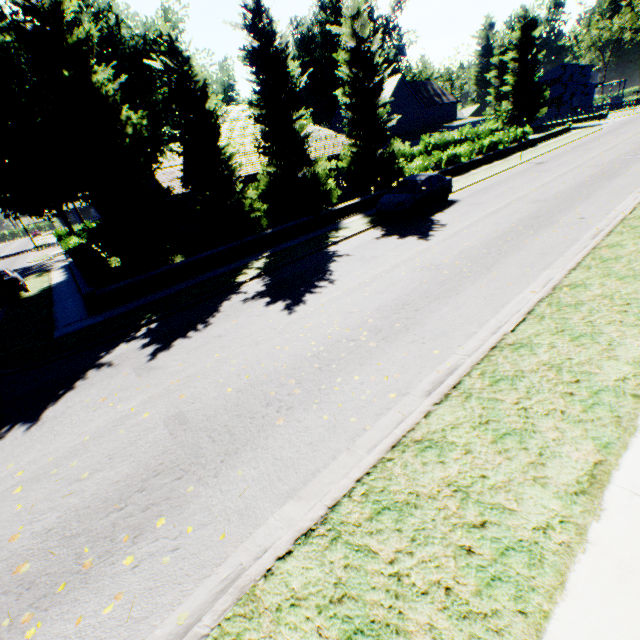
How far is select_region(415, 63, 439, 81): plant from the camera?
55.9m

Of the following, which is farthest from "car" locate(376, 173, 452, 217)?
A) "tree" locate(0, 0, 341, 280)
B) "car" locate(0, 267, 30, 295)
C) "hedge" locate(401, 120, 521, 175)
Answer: "car" locate(0, 267, 30, 295)

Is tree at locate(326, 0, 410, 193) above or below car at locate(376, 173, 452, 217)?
above

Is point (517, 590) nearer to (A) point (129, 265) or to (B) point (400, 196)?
(A) point (129, 265)

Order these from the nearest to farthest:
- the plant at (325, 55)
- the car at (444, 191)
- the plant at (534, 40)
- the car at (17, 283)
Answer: the car at (444, 191) < the car at (17, 283) < the plant at (534, 40) < the plant at (325, 55)

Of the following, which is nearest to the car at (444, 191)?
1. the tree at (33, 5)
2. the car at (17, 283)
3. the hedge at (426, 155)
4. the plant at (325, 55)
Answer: the tree at (33, 5)

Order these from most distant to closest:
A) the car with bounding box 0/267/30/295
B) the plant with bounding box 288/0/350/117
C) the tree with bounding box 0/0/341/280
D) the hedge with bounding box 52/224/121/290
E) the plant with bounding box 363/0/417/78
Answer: the plant with bounding box 288/0/350/117
the plant with bounding box 363/0/417/78
the car with bounding box 0/267/30/295
the hedge with bounding box 52/224/121/290
the tree with bounding box 0/0/341/280

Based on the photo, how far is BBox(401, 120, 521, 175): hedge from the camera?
24.1m
